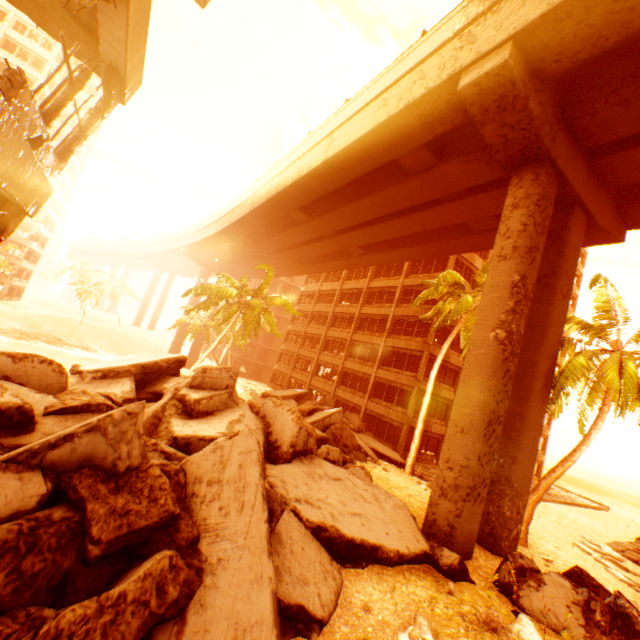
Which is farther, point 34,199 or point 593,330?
point 593,330

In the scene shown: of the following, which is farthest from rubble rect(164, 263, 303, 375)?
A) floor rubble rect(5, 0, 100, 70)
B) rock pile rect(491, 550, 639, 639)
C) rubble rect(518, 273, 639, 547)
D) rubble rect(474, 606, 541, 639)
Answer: floor rubble rect(5, 0, 100, 70)

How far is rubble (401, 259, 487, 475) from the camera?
18.1 meters

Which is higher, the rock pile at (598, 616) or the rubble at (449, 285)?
the rubble at (449, 285)

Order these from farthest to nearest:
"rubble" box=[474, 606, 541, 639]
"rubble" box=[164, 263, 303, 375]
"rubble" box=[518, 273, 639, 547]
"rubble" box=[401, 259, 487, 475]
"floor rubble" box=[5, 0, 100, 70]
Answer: "rubble" box=[164, 263, 303, 375] < "rubble" box=[401, 259, 487, 475] < "rubble" box=[518, 273, 639, 547] < "rubble" box=[474, 606, 541, 639] < "floor rubble" box=[5, 0, 100, 70]

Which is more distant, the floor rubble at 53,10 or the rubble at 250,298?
the rubble at 250,298

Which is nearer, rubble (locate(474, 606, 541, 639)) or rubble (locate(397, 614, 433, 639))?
rubble (locate(397, 614, 433, 639))

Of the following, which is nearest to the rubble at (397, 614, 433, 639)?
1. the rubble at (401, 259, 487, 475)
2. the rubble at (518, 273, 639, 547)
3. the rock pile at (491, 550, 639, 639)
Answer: the rock pile at (491, 550, 639, 639)
